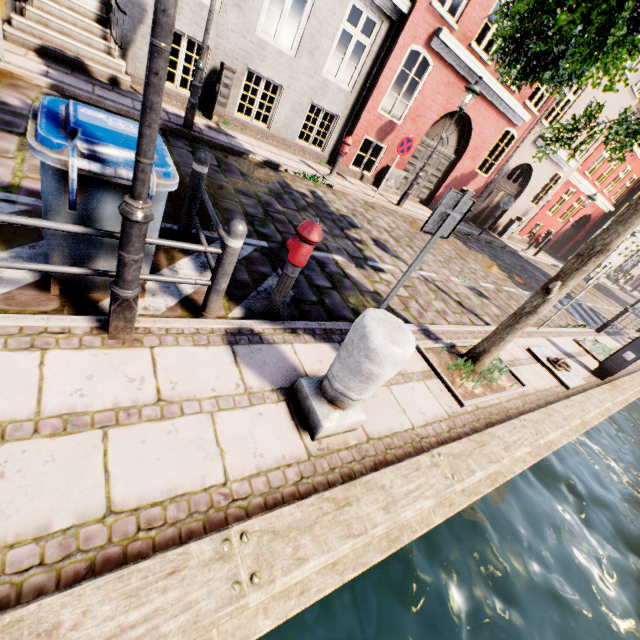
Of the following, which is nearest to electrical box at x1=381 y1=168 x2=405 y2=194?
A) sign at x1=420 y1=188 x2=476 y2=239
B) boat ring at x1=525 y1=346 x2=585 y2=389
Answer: boat ring at x1=525 y1=346 x2=585 y2=389

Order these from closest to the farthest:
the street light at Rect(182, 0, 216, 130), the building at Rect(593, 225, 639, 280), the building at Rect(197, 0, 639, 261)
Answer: the street light at Rect(182, 0, 216, 130), the building at Rect(197, 0, 639, 261), the building at Rect(593, 225, 639, 280)

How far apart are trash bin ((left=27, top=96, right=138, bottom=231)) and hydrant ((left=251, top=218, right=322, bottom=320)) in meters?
1.1 m

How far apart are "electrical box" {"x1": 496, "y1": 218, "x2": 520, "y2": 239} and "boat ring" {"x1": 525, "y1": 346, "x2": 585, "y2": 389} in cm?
1253

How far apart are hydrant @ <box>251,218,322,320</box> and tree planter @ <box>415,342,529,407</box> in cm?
185

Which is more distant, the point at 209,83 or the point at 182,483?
the point at 209,83

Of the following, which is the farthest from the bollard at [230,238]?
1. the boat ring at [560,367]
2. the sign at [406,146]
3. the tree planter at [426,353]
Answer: the sign at [406,146]

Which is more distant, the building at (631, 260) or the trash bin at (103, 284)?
the building at (631, 260)
